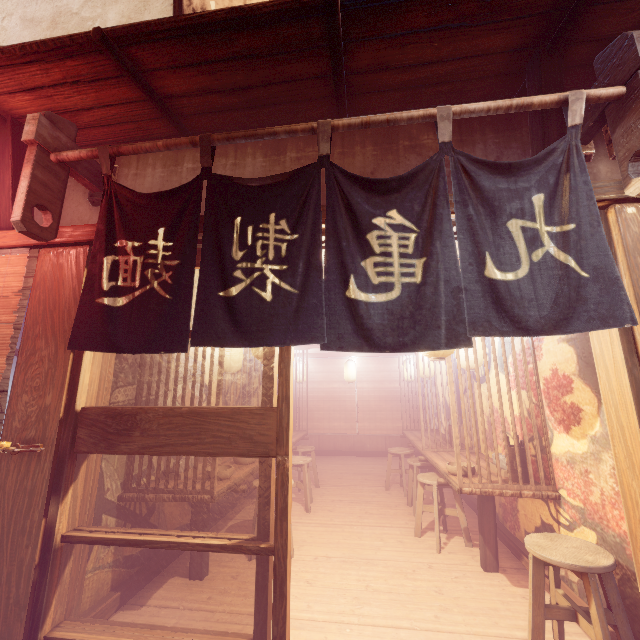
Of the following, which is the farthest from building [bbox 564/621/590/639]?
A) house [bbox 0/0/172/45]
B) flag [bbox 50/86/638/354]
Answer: house [bbox 0/0/172/45]

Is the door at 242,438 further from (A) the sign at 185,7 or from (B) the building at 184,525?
(A) the sign at 185,7

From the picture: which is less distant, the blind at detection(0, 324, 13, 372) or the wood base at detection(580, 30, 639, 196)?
the wood base at detection(580, 30, 639, 196)

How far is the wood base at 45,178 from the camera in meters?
3.9

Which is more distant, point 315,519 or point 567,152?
point 315,519

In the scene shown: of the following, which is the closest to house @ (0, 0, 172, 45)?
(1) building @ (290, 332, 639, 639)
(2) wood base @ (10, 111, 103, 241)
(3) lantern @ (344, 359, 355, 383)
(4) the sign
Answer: (4) the sign

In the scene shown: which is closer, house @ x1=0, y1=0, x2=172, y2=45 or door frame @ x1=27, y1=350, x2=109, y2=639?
door frame @ x1=27, y1=350, x2=109, y2=639

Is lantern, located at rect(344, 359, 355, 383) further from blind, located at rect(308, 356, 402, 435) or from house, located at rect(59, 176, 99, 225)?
house, located at rect(59, 176, 99, 225)
